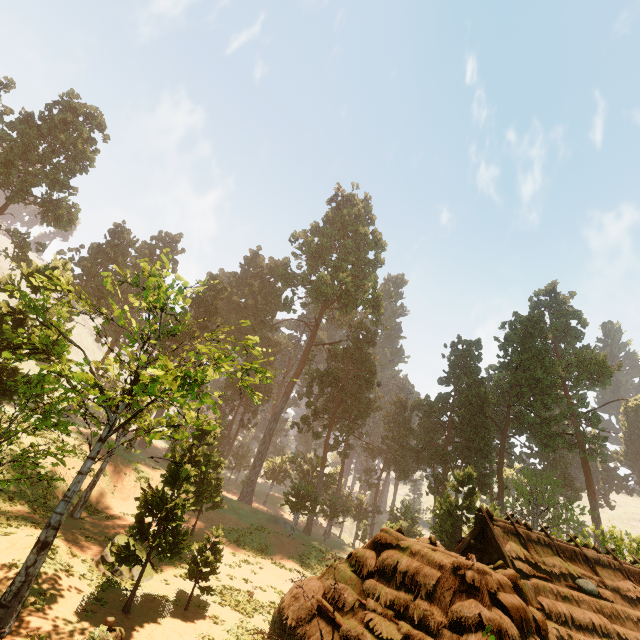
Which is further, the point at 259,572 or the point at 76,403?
the point at 259,572

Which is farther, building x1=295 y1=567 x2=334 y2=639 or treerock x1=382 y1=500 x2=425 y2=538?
treerock x1=382 y1=500 x2=425 y2=538

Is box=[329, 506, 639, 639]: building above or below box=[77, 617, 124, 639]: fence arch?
above

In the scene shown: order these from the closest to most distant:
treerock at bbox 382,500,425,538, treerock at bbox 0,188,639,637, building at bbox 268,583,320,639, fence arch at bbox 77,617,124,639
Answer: fence arch at bbox 77,617,124,639, building at bbox 268,583,320,639, treerock at bbox 0,188,639,637, treerock at bbox 382,500,425,538

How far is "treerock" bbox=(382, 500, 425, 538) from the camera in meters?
22.7 m

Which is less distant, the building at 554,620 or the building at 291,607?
the building at 554,620

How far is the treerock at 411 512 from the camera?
22.7 meters
